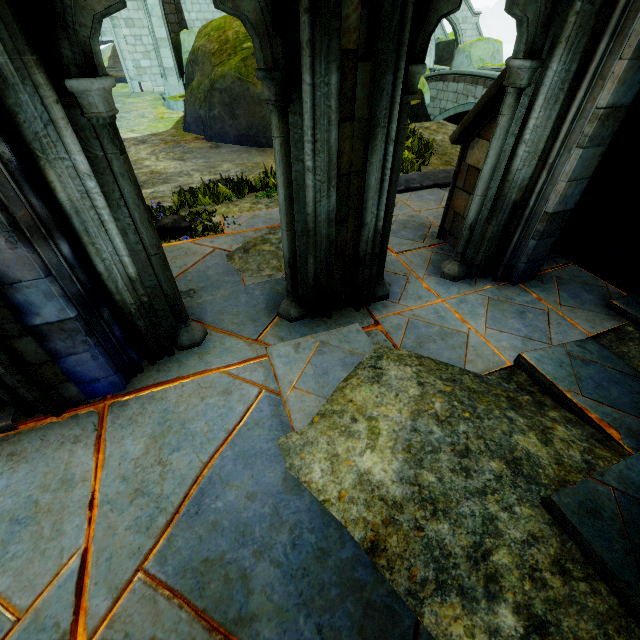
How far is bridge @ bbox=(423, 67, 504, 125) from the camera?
18.2 meters

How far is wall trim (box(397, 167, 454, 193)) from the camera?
6.3 meters

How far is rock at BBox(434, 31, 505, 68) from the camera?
23.05m

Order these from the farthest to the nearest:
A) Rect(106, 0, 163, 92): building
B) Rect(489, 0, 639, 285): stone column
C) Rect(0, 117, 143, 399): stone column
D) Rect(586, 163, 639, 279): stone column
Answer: Rect(106, 0, 163, 92): building
Rect(586, 163, 639, 279): stone column
Rect(489, 0, 639, 285): stone column
Rect(0, 117, 143, 399): stone column

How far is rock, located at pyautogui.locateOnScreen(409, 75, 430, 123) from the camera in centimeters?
1127cm

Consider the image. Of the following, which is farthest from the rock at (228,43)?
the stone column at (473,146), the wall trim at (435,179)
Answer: the stone column at (473,146)

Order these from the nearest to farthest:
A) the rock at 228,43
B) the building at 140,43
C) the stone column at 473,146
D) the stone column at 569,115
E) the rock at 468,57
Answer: the stone column at 569,115
the stone column at 473,146
the rock at 228,43
the building at 140,43
the rock at 468,57

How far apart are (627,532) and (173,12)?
26.28m
